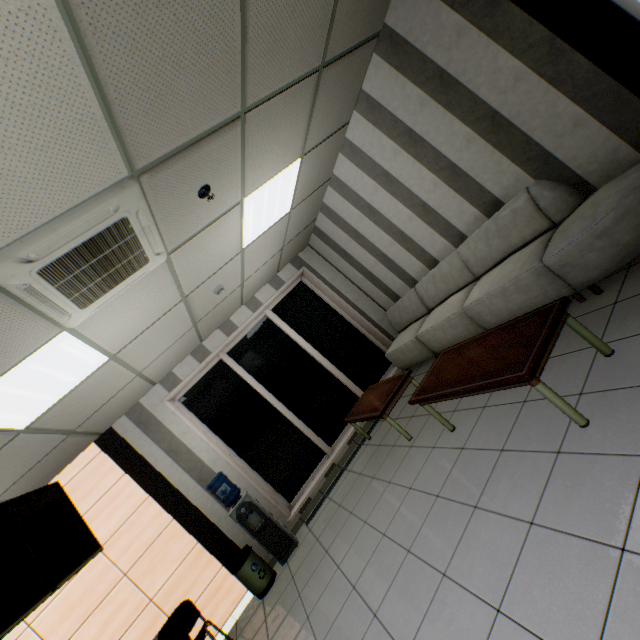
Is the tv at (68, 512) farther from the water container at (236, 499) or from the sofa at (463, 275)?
the sofa at (463, 275)

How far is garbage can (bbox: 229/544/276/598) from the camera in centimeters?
434cm

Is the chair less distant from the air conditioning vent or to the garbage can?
the garbage can

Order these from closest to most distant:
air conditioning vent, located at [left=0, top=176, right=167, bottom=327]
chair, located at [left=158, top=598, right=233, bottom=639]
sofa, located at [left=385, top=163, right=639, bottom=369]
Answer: air conditioning vent, located at [left=0, top=176, right=167, bottom=327] < sofa, located at [left=385, top=163, right=639, bottom=369] < chair, located at [left=158, top=598, right=233, bottom=639]

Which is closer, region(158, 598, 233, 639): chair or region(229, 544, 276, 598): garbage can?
region(158, 598, 233, 639): chair

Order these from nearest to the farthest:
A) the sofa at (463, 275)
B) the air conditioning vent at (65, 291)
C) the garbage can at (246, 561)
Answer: the air conditioning vent at (65, 291) → the sofa at (463, 275) → the garbage can at (246, 561)

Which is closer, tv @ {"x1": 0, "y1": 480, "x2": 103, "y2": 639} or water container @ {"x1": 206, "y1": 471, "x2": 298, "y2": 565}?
tv @ {"x1": 0, "y1": 480, "x2": 103, "y2": 639}

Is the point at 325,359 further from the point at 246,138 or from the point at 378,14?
the point at 378,14
